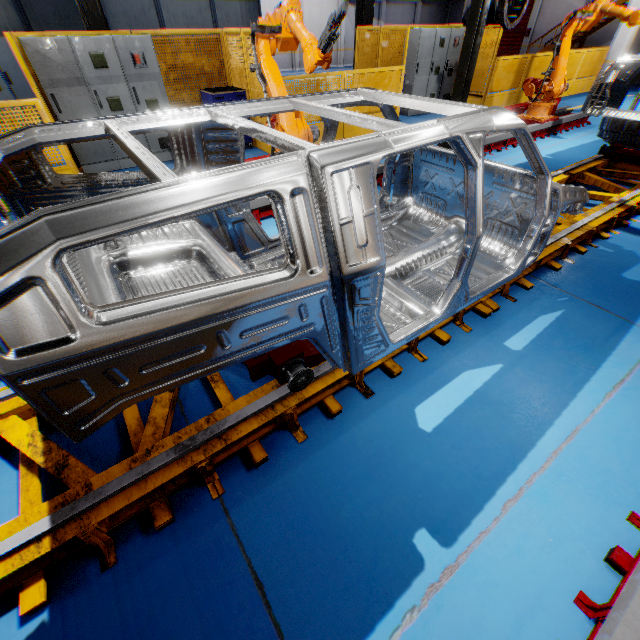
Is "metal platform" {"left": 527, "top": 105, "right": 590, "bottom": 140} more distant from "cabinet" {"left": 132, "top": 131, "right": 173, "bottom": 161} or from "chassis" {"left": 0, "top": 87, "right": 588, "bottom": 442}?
"cabinet" {"left": 132, "top": 131, "right": 173, "bottom": 161}

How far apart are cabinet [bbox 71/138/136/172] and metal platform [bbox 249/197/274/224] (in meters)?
3.03

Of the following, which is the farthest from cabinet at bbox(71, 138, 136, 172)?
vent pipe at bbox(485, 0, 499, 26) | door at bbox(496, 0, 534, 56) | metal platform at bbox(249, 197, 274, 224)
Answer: door at bbox(496, 0, 534, 56)

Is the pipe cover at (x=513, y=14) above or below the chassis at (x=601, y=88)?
above

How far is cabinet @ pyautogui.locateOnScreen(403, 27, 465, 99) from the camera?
9.7 meters

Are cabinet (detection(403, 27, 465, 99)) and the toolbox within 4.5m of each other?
no

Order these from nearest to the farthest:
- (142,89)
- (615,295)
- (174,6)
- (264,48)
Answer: (615,295) < (264,48) < (142,89) < (174,6)

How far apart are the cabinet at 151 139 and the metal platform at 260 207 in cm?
303
